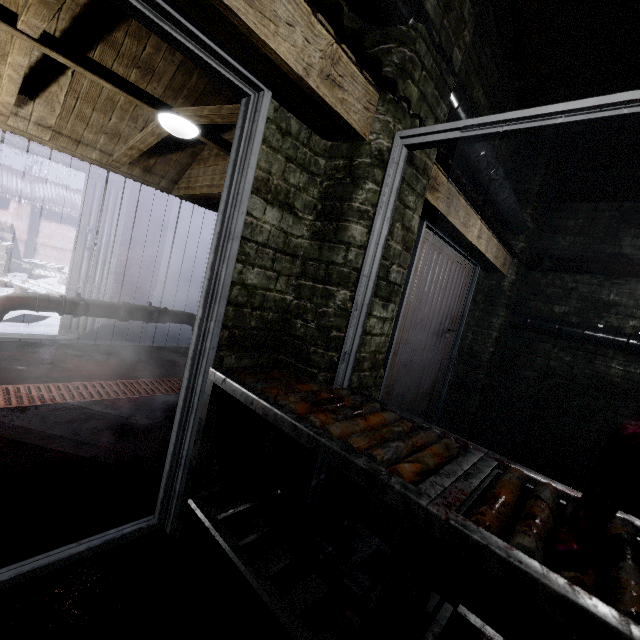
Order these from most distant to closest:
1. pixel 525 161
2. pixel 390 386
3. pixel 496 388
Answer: pixel 496 388
pixel 525 161
pixel 390 386

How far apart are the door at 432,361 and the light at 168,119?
1.88m

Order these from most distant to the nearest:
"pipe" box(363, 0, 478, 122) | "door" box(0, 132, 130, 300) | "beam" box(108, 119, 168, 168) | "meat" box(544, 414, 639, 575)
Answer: "door" box(0, 132, 130, 300) → "beam" box(108, 119, 168, 168) → "pipe" box(363, 0, 478, 122) → "meat" box(544, 414, 639, 575)

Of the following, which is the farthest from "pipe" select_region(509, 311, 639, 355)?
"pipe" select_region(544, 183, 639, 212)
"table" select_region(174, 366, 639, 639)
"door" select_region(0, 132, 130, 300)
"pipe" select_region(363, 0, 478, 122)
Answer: "door" select_region(0, 132, 130, 300)

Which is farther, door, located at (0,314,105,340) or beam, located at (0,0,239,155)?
door, located at (0,314,105,340)

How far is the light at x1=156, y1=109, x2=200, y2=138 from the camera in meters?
2.5 m

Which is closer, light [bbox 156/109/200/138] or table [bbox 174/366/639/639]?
table [bbox 174/366/639/639]

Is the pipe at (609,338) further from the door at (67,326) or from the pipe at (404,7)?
the door at (67,326)
